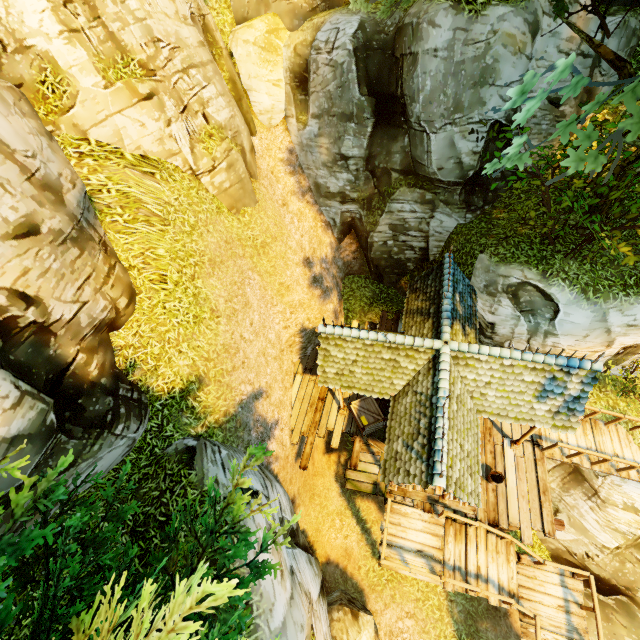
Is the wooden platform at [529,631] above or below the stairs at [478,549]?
below

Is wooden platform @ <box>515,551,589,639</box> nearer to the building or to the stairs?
the stairs

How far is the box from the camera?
11.6m

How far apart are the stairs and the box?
4.2m

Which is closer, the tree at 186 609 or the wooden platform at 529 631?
the tree at 186 609

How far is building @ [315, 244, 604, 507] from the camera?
7.73m

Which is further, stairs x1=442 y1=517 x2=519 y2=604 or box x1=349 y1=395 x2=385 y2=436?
box x1=349 y1=395 x2=385 y2=436

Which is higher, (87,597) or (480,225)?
(87,597)
